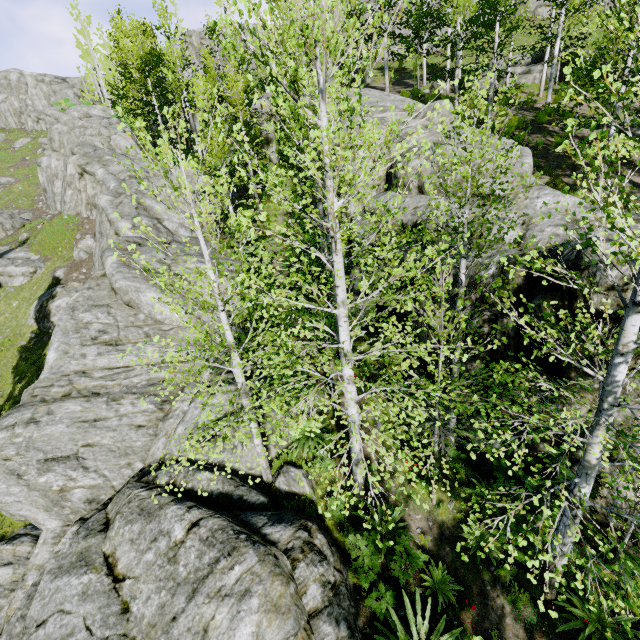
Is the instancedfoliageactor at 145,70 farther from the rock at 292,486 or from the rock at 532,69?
the rock at 532,69

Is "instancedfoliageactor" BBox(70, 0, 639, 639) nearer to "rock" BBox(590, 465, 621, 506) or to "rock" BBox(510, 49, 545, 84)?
"rock" BBox(590, 465, 621, 506)

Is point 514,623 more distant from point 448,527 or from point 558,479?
point 558,479

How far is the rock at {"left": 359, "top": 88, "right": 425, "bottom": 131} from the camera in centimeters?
1709cm

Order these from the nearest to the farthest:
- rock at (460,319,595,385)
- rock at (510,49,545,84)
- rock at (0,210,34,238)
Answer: rock at (460,319,595,385), rock at (510,49,545,84), rock at (0,210,34,238)

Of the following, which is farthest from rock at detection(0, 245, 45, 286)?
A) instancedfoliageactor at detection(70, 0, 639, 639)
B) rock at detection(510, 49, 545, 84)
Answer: rock at detection(510, 49, 545, 84)
